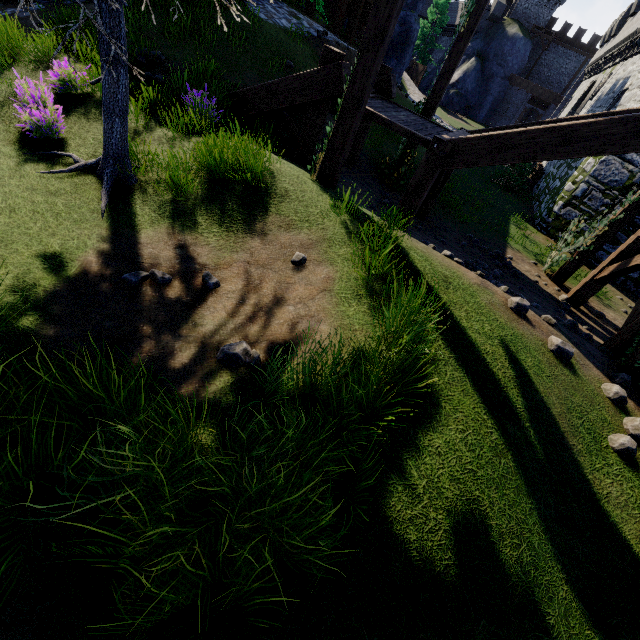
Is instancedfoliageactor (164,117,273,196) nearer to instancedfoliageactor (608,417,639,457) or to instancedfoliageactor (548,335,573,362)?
instancedfoliageactor (548,335,573,362)

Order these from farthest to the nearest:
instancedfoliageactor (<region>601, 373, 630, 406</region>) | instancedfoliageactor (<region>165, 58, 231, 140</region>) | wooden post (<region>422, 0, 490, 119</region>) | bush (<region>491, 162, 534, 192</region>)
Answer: bush (<region>491, 162, 534, 192</region>), wooden post (<region>422, 0, 490, 119</region>), instancedfoliageactor (<region>165, 58, 231, 140</region>), instancedfoliageactor (<region>601, 373, 630, 406</region>)

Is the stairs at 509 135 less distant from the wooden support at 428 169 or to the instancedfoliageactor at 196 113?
the wooden support at 428 169

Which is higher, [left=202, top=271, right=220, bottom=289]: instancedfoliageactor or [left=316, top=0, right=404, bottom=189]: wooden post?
[left=316, top=0, right=404, bottom=189]: wooden post

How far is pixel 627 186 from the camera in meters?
11.4

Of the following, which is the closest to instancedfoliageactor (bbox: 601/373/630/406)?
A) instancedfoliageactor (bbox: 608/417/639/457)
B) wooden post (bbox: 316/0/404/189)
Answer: instancedfoliageactor (bbox: 608/417/639/457)

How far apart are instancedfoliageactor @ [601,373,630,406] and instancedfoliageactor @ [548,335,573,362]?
0.6 meters

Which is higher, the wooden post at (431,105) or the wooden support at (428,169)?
the wooden post at (431,105)
